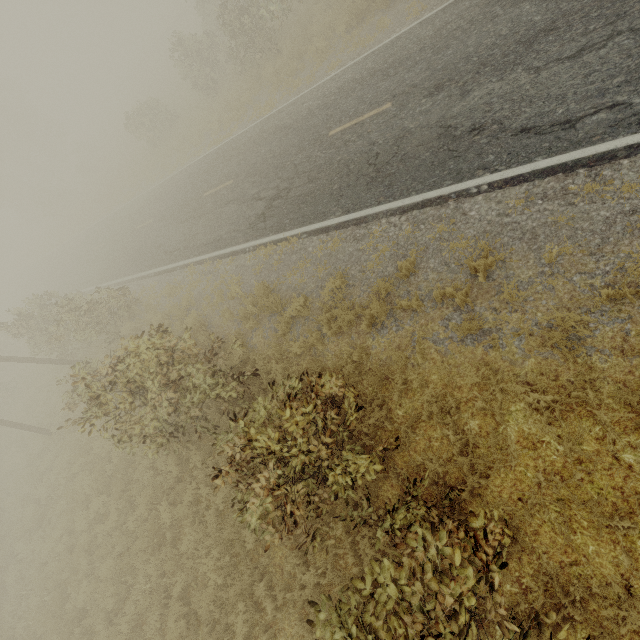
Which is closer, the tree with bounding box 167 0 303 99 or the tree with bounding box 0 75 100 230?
the tree with bounding box 167 0 303 99

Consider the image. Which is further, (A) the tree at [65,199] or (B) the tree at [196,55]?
(A) the tree at [65,199]

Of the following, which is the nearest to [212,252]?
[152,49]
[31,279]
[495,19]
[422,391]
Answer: [422,391]
